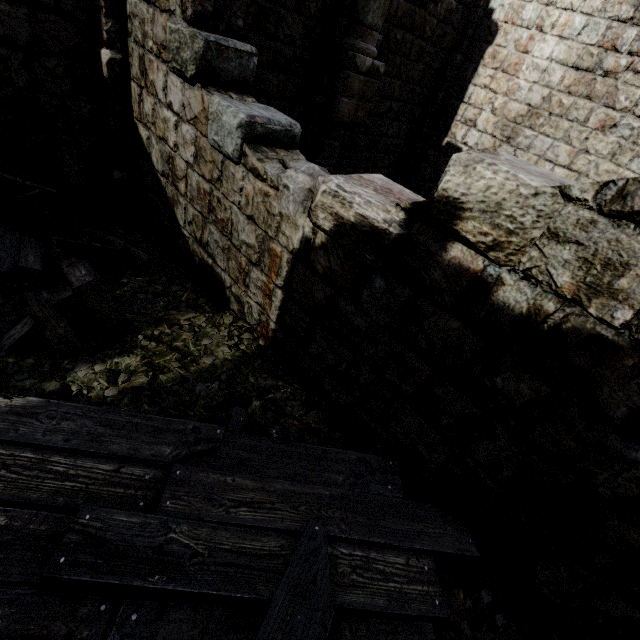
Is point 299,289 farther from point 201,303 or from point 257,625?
point 257,625

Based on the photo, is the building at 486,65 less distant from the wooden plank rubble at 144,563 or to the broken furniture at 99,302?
the wooden plank rubble at 144,563

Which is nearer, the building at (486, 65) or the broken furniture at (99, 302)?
the building at (486, 65)

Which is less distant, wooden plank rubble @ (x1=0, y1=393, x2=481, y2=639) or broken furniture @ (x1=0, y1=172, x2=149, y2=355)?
wooden plank rubble @ (x1=0, y1=393, x2=481, y2=639)

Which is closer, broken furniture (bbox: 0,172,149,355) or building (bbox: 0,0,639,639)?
building (bbox: 0,0,639,639)

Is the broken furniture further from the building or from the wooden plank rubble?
the building

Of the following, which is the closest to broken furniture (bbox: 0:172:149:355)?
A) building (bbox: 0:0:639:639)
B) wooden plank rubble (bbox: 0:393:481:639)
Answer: wooden plank rubble (bbox: 0:393:481:639)
